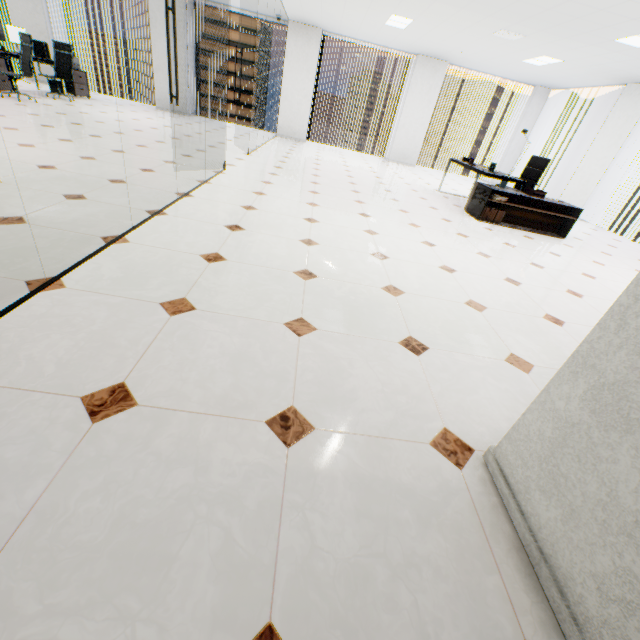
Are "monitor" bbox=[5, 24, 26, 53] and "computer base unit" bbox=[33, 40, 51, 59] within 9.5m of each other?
yes

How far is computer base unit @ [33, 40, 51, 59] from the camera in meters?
8.1

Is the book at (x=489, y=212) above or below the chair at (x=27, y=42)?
below

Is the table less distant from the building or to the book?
the book

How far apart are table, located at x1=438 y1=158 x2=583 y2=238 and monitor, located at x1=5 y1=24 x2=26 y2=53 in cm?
1075

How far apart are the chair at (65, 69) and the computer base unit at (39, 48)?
0.8 meters

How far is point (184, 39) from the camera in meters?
9.6 m

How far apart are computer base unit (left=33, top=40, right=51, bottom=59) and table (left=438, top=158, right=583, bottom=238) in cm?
1053
